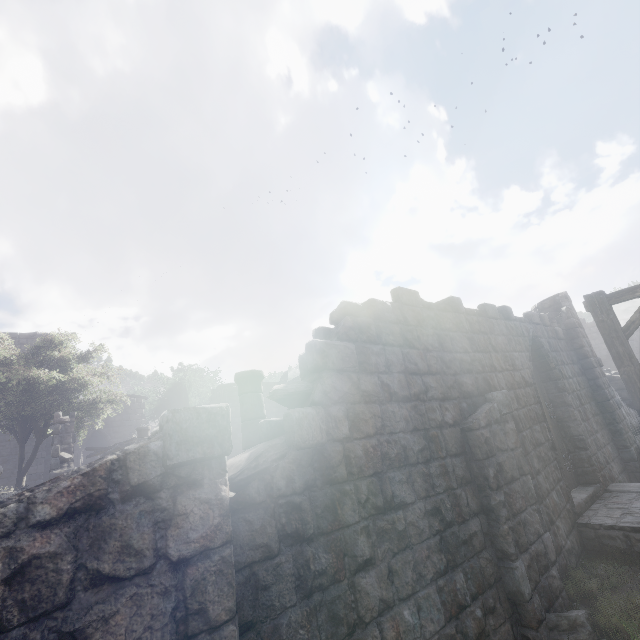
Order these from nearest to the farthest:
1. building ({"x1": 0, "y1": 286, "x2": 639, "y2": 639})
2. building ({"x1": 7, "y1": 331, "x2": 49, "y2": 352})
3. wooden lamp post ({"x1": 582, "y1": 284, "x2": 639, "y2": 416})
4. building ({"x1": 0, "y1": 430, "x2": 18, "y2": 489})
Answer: building ({"x1": 0, "y1": 286, "x2": 639, "y2": 639}) → wooden lamp post ({"x1": 582, "y1": 284, "x2": 639, "y2": 416}) → building ({"x1": 0, "y1": 430, "x2": 18, "y2": 489}) → building ({"x1": 7, "y1": 331, "x2": 49, "y2": 352})

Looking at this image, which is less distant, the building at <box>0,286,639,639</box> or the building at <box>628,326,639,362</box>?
the building at <box>0,286,639,639</box>

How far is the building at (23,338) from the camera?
21.5 meters

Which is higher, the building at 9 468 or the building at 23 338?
the building at 23 338

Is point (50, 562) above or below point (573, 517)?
above

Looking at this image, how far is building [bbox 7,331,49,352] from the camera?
21.50m

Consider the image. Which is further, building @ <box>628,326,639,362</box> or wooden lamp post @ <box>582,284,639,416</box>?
building @ <box>628,326,639,362</box>
